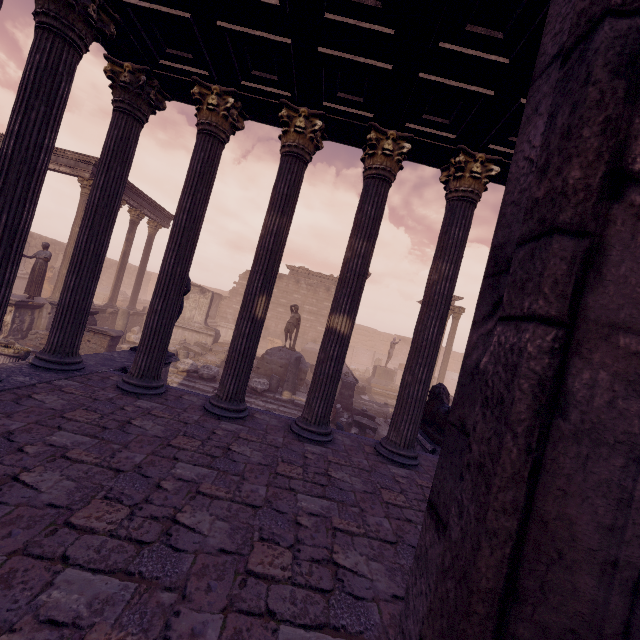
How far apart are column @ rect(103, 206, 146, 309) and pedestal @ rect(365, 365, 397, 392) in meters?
15.8 m

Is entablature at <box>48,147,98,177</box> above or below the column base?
above

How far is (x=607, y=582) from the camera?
0.59m

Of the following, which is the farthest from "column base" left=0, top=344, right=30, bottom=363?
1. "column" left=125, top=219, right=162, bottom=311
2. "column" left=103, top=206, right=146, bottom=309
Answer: "column" left=125, top=219, right=162, bottom=311

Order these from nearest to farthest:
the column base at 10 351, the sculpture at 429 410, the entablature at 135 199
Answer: the sculpture at 429 410 < the column base at 10 351 < the entablature at 135 199

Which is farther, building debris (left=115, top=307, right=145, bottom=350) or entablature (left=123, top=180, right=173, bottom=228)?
entablature (left=123, top=180, right=173, bottom=228)

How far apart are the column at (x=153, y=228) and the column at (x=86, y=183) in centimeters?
478cm

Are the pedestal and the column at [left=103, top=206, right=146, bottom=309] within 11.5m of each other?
no
